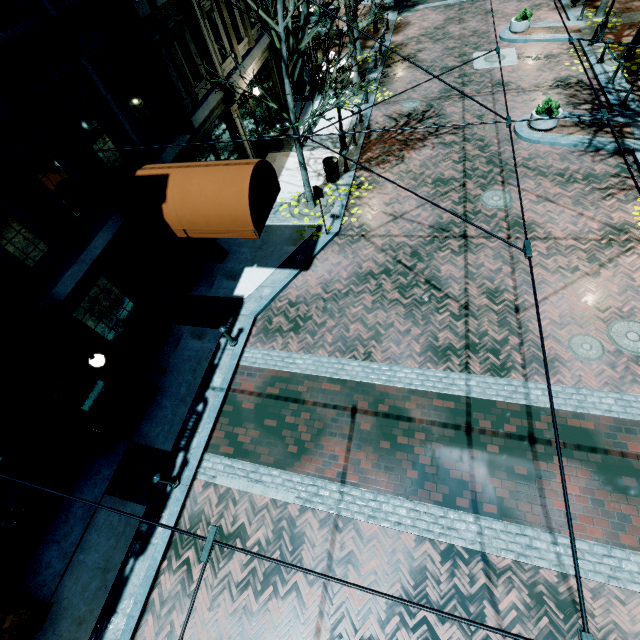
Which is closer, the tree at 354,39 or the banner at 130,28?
the banner at 130,28

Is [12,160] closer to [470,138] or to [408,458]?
[408,458]

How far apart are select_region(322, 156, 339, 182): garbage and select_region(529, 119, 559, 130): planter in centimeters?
783cm

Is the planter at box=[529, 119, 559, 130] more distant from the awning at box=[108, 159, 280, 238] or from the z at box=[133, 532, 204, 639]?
the z at box=[133, 532, 204, 639]

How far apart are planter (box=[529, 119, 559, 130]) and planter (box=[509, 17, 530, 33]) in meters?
9.0 m

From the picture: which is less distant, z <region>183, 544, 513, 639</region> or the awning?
z <region>183, 544, 513, 639</region>

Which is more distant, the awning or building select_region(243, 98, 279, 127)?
building select_region(243, 98, 279, 127)

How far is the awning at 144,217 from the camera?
7.3m
